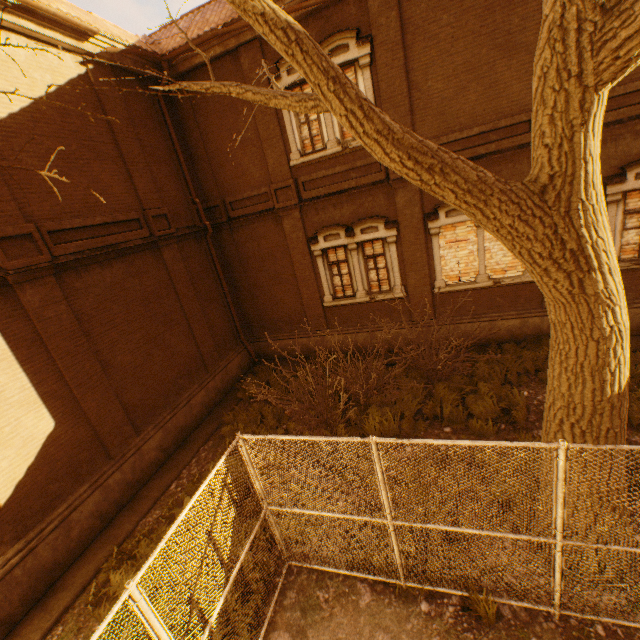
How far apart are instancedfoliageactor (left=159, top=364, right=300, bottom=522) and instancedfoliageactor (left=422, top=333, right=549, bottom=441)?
5.0 meters

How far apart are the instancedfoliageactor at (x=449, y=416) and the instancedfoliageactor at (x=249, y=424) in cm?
502

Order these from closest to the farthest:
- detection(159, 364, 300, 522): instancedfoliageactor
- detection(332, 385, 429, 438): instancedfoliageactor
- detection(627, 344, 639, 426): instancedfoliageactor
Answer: detection(627, 344, 639, 426): instancedfoliageactor, detection(159, 364, 300, 522): instancedfoliageactor, detection(332, 385, 429, 438): instancedfoliageactor

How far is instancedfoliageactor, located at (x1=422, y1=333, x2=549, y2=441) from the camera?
7.5m

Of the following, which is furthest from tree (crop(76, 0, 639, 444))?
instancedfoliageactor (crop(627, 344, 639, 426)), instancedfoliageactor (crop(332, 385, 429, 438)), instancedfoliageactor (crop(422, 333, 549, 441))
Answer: instancedfoliageactor (crop(422, 333, 549, 441))

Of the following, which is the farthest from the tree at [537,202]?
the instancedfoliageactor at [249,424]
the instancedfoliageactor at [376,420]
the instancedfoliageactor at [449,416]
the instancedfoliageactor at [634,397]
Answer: the instancedfoliageactor at [249,424]

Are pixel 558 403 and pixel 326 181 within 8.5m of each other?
no

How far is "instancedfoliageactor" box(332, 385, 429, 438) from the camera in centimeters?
810cm
